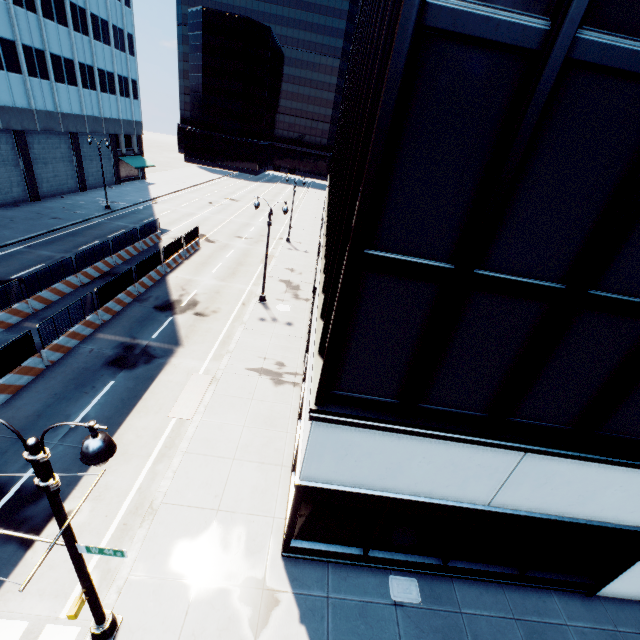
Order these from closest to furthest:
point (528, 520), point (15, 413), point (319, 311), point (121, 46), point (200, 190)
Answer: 1. point (528, 520)
2. point (319, 311)
3. point (15, 413)
4. point (121, 46)
5. point (200, 190)

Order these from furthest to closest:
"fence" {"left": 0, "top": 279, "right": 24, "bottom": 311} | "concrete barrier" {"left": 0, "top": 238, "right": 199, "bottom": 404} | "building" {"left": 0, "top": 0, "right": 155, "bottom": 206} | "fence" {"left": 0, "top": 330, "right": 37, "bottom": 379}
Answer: "building" {"left": 0, "top": 0, "right": 155, "bottom": 206}, "fence" {"left": 0, "top": 279, "right": 24, "bottom": 311}, "concrete barrier" {"left": 0, "top": 238, "right": 199, "bottom": 404}, "fence" {"left": 0, "top": 330, "right": 37, "bottom": 379}

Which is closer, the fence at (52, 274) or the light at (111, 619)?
the light at (111, 619)

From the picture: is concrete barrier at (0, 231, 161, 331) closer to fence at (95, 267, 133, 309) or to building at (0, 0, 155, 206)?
fence at (95, 267, 133, 309)

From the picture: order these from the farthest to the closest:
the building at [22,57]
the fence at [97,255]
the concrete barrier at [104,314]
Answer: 1. the building at [22,57]
2. the fence at [97,255]
3. the concrete barrier at [104,314]

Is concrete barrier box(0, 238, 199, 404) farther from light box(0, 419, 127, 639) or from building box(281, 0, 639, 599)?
building box(281, 0, 639, 599)

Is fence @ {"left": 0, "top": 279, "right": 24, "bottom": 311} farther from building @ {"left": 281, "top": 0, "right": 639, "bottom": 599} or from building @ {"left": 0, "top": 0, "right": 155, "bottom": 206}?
building @ {"left": 0, "top": 0, "right": 155, "bottom": 206}

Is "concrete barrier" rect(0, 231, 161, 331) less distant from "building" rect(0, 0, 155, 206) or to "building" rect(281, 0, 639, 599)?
"building" rect(281, 0, 639, 599)
